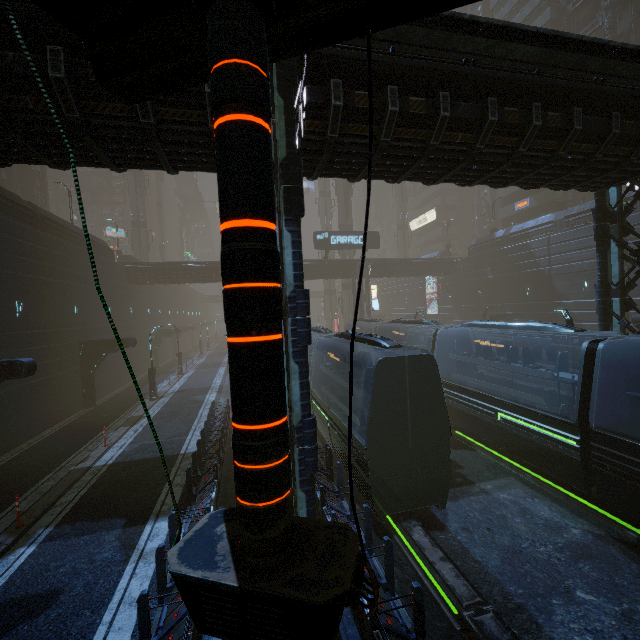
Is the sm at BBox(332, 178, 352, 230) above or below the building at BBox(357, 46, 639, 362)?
above

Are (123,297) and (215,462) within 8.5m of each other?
no

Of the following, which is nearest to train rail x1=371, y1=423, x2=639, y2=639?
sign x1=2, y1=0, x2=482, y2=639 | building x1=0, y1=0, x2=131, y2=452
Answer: building x1=0, y1=0, x2=131, y2=452

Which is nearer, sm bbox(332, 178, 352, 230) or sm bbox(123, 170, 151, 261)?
sm bbox(332, 178, 352, 230)

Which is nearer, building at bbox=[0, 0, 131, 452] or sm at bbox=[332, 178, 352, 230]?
building at bbox=[0, 0, 131, 452]

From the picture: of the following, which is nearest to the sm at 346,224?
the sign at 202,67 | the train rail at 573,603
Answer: the train rail at 573,603

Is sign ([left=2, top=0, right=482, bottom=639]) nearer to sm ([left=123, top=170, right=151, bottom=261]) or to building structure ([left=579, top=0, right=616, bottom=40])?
sm ([left=123, top=170, right=151, bottom=261])

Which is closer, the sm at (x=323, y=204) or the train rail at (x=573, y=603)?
the train rail at (x=573, y=603)
